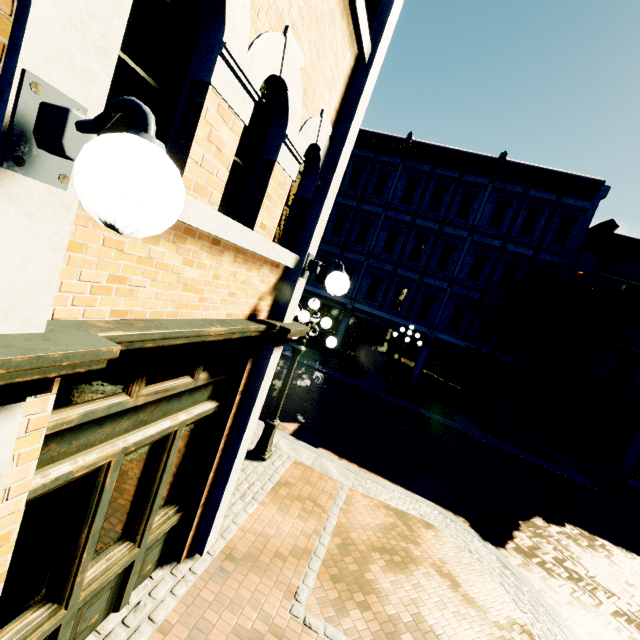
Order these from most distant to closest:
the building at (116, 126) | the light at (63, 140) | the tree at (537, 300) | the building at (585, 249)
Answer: the building at (585, 249) → the tree at (537, 300) → the building at (116, 126) → the light at (63, 140)

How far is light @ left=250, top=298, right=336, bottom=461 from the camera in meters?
6.6 m

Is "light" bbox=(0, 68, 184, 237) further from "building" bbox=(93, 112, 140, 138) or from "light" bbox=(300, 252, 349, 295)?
"light" bbox=(300, 252, 349, 295)

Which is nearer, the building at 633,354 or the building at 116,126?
the building at 116,126

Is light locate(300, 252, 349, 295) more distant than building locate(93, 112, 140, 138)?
Yes

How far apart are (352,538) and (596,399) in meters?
16.6 m

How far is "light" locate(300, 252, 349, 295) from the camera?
3.8m

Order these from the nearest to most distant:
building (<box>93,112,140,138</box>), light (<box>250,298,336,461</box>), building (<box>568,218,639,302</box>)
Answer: building (<box>93,112,140,138</box>)
light (<box>250,298,336,461</box>)
building (<box>568,218,639,302</box>)
